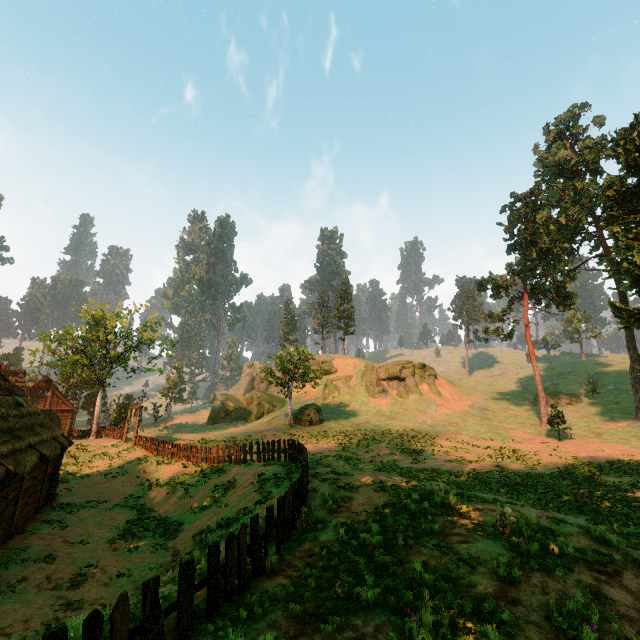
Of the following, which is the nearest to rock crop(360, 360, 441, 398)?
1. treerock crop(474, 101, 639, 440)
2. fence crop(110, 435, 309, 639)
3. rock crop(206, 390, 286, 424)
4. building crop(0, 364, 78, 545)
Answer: rock crop(206, 390, 286, 424)

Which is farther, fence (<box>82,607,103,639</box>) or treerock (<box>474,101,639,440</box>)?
treerock (<box>474,101,639,440</box>)

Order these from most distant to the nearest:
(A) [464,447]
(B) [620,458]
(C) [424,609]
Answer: (A) [464,447]
(B) [620,458]
(C) [424,609]

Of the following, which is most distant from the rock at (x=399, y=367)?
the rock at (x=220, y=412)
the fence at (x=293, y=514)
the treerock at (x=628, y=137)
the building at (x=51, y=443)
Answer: the building at (x=51, y=443)

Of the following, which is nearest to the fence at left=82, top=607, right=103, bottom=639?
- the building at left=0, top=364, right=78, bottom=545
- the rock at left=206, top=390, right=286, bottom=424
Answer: the building at left=0, top=364, right=78, bottom=545

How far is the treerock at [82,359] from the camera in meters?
35.6 m

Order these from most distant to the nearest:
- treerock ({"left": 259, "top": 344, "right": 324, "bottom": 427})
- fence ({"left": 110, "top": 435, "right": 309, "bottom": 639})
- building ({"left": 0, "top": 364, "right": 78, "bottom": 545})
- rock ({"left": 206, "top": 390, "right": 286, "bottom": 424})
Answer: rock ({"left": 206, "top": 390, "right": 286, "bottom": 424}), treerock ({"left": 259, "top": 344, "right": 324, "bottom": 427}), building ({"left": 0, "top": 364, "right": 78, "bottom": 545}), fence ({"left": 110, "top": 435, "right": 309, "bottom": 639})
